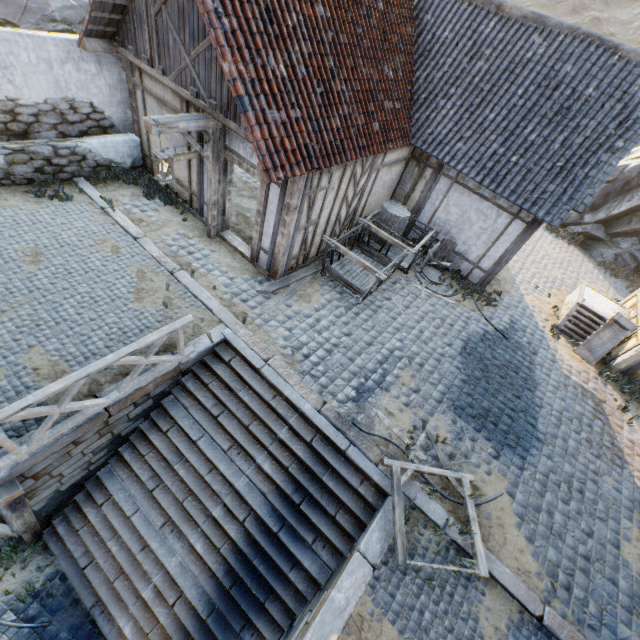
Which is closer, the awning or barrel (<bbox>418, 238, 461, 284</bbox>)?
the awning

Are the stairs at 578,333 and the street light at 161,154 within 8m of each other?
no

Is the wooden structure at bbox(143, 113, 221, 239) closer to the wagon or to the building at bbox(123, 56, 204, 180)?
the building at bbox(123, 56, 204, 180)

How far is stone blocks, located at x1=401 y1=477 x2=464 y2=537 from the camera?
5.4 meters

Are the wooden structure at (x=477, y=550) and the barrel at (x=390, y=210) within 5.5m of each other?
no

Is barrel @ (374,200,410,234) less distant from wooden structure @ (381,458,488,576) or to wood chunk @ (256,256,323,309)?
wood chunk @ (256,256,323,309)

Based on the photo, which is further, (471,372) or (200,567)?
(471,372)

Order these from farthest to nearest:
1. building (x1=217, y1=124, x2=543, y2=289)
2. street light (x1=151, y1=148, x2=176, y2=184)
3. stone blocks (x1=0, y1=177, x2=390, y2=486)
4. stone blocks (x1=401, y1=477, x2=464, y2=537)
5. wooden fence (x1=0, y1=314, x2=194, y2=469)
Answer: building (x1=217, y1=124, x2=543, y2=289)
street light (x1=151, y1=148, x2=176, y2=184)
stone blocks (x1=401, y1=477, x2=464, y2=537)
stone blocks (x1=0, y1=177, x2=390, y2=486)
wooden fence (x1=0, y1=314, x2=194, y2=469)
